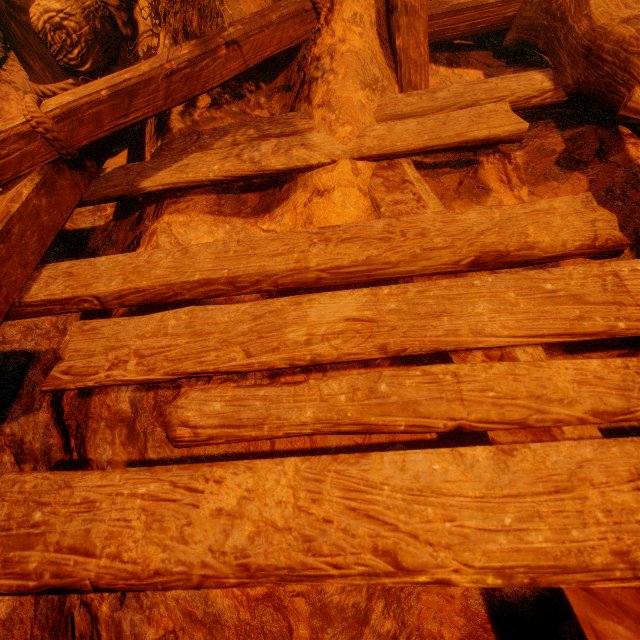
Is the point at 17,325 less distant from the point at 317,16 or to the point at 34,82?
the point at 34,82
